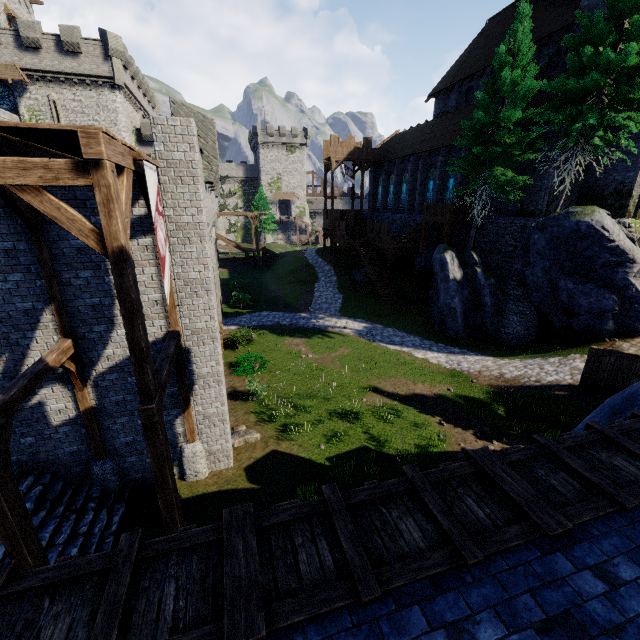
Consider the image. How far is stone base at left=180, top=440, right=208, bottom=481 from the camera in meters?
10.6

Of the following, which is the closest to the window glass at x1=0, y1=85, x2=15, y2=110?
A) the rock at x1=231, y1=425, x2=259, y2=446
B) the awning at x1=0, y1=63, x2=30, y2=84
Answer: the awning at x1=0, y1=63, x2=30, y2=84

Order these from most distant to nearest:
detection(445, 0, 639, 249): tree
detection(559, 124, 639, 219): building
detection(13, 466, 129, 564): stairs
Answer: detection(559, 124, 639, 219): building < detection(445, 0, 639, 249): tree < detection(13, 466, 129, 564): stairs

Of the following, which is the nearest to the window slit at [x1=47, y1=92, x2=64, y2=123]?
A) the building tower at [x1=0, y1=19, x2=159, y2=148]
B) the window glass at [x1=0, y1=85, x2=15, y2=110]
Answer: the building tower at [x1=0, y1=19, x2=159, y2=148]

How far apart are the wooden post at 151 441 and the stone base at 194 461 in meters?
3.3 m

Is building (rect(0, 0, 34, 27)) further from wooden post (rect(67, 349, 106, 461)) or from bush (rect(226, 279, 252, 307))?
wooden post (rect(67, 349, 106, 461))

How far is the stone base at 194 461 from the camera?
10.55m

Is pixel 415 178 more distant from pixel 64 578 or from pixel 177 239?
pixel 64 578
